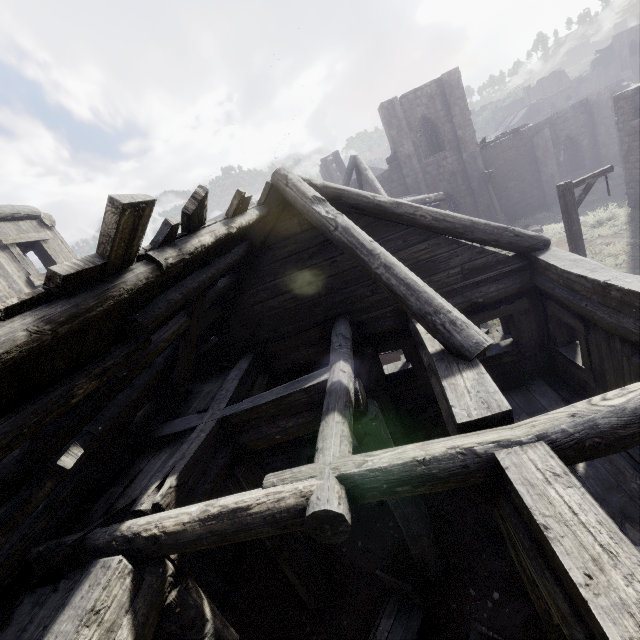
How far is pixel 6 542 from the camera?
2.4 meters

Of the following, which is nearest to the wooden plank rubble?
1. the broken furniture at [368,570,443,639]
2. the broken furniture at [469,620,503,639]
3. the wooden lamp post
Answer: the broken furniture at [368,570,443,639]

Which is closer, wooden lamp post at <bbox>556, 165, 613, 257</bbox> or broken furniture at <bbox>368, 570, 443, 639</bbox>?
broken furniture at <bbox>368, 570, 443, 639</bbox>

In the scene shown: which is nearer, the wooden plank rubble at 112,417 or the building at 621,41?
the wooden plank rubble at 112,417

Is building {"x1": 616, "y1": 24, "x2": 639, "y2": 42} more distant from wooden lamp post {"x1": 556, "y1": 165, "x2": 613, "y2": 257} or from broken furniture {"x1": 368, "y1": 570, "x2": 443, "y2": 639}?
wooden lamp post {"x1": 556, "y1": 165, "x2": 613, "y2": 257}

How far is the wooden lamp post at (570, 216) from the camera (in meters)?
9.38

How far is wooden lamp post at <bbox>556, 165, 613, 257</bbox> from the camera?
9.4m

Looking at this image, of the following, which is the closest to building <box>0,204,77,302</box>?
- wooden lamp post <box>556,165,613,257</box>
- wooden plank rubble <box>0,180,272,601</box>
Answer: wooden plank rubble <box>0,180,272,601</box>
